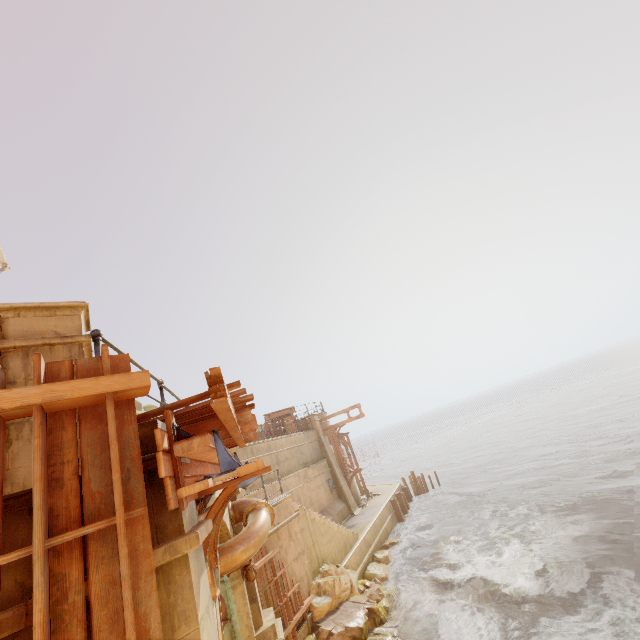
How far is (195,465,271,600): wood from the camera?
3.37m

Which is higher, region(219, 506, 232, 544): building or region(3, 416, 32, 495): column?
region(3, 416, 32, 495): column

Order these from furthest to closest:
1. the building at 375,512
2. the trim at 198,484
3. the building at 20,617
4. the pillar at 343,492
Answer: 1. the pillar at 343,492
2. the building at 375,512
3. the trim at 198,484
4. the building at 20,617

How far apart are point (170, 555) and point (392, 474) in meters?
52.8 m

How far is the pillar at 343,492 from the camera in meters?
21.4 m

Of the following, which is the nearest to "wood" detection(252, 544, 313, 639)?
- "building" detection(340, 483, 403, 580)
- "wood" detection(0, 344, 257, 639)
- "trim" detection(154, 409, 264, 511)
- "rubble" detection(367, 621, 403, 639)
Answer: "rubble" detection(367, 621, 403, 639)

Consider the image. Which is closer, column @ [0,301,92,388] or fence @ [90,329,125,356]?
column @ [0,301,92,388]

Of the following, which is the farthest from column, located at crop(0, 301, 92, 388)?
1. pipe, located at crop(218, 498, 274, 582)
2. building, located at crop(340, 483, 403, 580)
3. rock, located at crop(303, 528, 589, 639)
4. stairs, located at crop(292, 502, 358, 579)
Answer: building, located at crop(340, 483, 403, 580)
